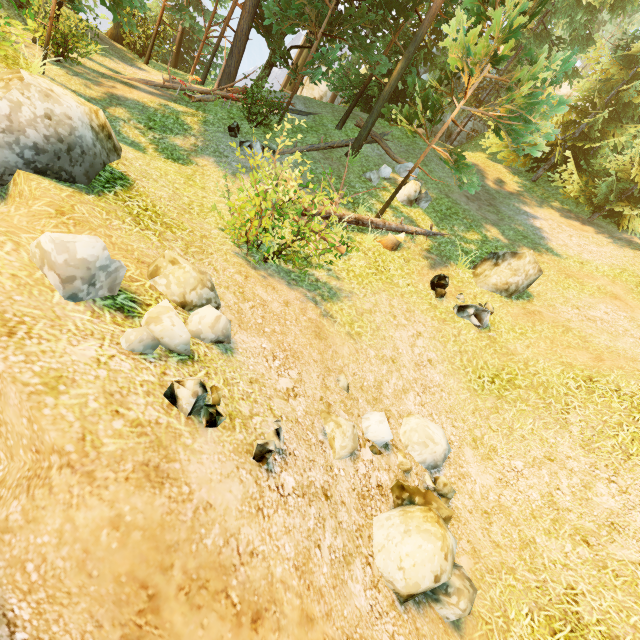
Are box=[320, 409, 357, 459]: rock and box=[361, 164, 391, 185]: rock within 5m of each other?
no

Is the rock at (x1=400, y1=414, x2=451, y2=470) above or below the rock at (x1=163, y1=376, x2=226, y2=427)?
below

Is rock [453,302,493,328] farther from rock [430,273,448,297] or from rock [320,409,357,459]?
rock [320,409,357,459]

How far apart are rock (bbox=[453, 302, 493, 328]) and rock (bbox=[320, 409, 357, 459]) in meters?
5.8

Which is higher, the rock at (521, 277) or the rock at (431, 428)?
the rock at (521, 277)

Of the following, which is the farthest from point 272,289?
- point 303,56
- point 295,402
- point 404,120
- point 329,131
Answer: point 303,56

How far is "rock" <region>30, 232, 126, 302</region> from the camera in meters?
2.8

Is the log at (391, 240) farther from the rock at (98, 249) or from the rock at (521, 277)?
the rock at (98, 249)
